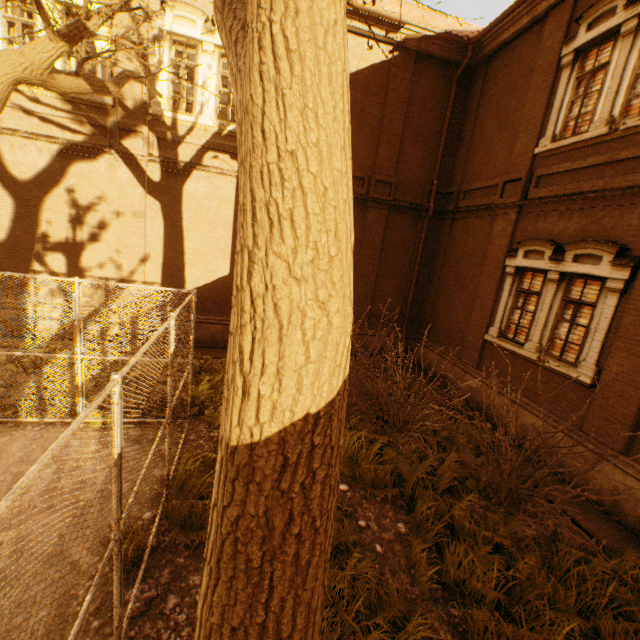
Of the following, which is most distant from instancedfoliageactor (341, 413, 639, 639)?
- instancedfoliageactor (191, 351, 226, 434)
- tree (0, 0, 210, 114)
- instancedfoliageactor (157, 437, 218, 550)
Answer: instancedfoliageactor (191, 351, 226, 434)

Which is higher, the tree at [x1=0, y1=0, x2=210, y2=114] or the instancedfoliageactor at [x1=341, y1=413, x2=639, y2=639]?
the tree at [x1=0, y1=0, x2=210, y2=114]

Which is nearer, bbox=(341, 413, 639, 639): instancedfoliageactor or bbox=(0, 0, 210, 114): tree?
bbox=(341, 413, 639, 639): instancedfoliageactor

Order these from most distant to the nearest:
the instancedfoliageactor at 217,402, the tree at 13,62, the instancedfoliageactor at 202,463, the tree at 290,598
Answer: the instancedfoliageactor at 217,402, the tree at 13,62, the instancedfoliageactor at 202,463, the tree at 290,598

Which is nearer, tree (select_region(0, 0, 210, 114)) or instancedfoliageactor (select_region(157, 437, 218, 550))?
instancedfoliageactor (select_region(157, 437, 218, 550))

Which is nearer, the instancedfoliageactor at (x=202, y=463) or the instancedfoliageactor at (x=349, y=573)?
the instancedfoliageactor at (x=349, y=573)

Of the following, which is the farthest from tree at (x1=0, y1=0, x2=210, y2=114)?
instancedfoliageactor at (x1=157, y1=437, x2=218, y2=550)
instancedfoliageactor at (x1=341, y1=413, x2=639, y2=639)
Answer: instancedfoliageactor at (x1=341, y1=413, x2=639, y2=639)

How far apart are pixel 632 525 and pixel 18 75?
12.8m
